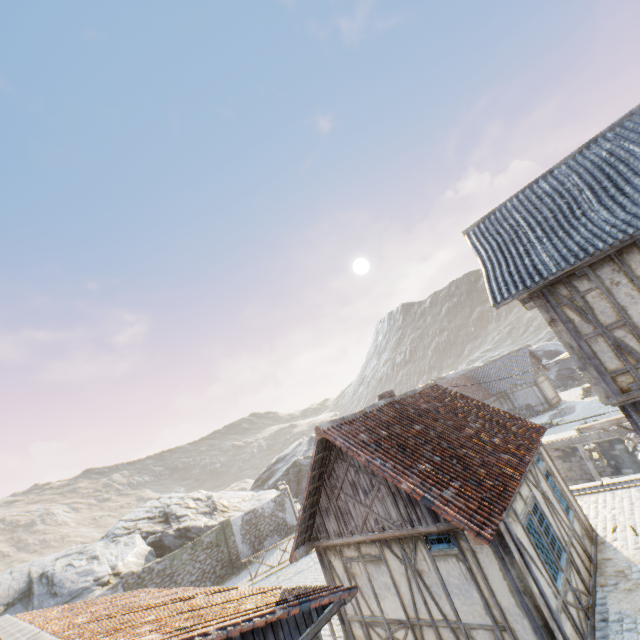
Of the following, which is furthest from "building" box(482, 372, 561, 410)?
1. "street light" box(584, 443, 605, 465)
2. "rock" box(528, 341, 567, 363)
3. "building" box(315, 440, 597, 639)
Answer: "street light" box(584, 443, 605, 465)

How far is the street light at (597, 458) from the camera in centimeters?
958cm

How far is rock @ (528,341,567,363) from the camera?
47.3m

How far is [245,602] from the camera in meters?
6.0 m

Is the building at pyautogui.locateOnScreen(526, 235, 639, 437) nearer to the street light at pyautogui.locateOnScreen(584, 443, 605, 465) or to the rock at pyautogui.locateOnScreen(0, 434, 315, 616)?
Result: the street light at pyautogui.locateOnScreen(584, 443, 605, 465)

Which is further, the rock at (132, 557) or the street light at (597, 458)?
the rock at (132, 557)

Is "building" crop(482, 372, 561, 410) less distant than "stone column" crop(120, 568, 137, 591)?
No

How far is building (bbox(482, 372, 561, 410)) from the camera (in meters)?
30.53
